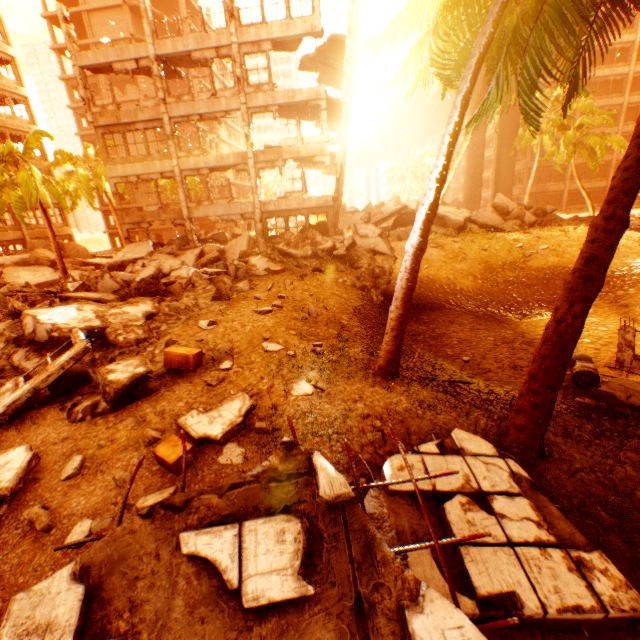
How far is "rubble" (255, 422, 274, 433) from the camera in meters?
4.9 m

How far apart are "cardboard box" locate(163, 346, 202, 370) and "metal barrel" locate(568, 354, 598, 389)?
8.2m

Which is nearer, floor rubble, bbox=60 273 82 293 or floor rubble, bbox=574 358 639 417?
floor rubble, bbox=574 358 639 417

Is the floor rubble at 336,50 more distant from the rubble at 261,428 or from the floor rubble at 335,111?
the rubble at 261,428

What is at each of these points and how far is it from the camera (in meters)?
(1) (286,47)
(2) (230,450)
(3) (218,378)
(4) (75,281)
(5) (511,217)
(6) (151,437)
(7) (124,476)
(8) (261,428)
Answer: (1) floor rubble, 19.47
(2) rubble, 4.78
(3) rubble, 6.43
(4) floor rubble, 16.94
(5) rock pile, 21.11
(6) rubble, 5.09
(7) rubble, 4.54
(8) rubble, 4.96

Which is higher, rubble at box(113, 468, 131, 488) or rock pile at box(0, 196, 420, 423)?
rock pile at box(0, 196, 420, 423)

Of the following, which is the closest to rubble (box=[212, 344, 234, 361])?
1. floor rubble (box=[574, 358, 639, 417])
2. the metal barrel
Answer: floor rubble (box=[574, 358, 639, 417])

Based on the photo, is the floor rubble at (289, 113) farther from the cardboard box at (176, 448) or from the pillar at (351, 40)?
the cardboard box at (176, 448)
